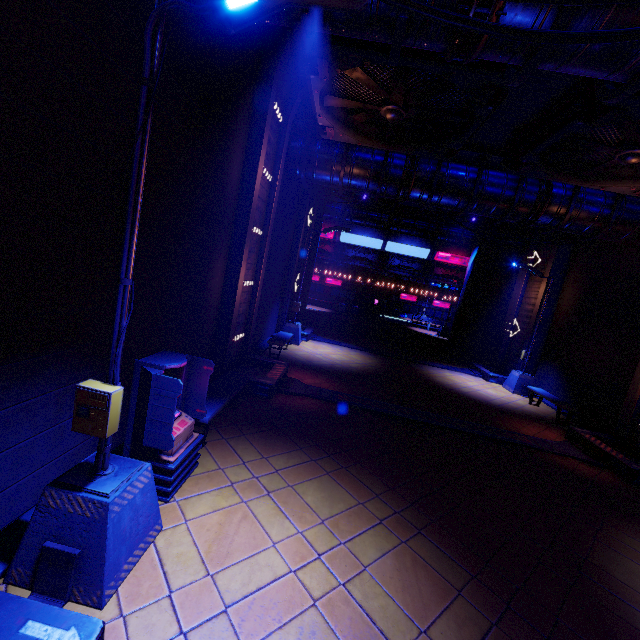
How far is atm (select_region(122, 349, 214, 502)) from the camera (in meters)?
4.33

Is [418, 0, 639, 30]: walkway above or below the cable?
above

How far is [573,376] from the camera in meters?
14.0 m

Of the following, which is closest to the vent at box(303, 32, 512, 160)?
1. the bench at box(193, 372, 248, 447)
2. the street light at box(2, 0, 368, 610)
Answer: the street light at box(2, 0, 368, 610)

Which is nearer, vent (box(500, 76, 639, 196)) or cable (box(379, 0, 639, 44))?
cable (box(379, 0, 639, 44))

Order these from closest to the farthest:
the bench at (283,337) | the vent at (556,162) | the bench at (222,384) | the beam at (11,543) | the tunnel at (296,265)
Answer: the beam at (11,543) → the bench at (222,384) → the vent at (556,162) → the bench at (283,337) → the tunnel at (296,265)

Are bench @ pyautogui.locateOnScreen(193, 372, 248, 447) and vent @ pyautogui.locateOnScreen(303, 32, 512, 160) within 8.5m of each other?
yes

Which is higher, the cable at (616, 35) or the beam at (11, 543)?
the cable at (616, 35)
